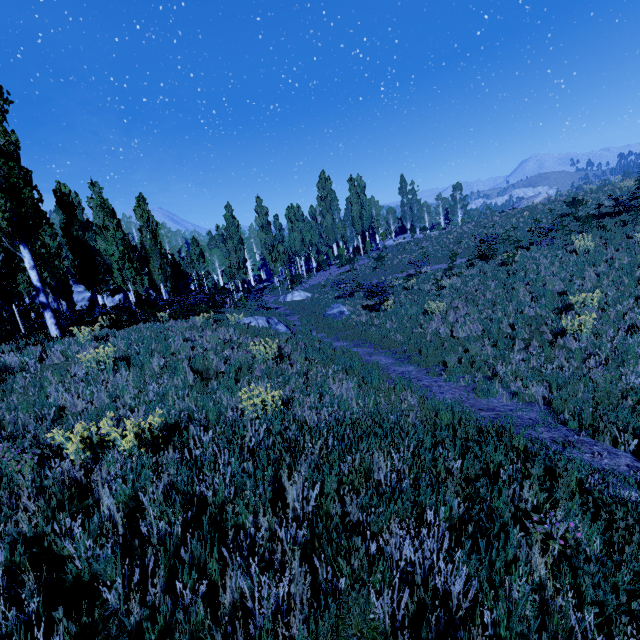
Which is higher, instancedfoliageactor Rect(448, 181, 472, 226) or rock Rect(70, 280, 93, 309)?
instancedfoliageactor Rect(448, 181, 472, 226)

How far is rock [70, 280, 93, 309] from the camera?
41.8 meters

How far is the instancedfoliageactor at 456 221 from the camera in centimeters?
5734cm

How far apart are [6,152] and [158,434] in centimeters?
1272cm

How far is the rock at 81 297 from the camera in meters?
41.8 m

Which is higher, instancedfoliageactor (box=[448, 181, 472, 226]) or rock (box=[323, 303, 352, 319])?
instancedfoliageactor (box=[448, 181, 472, 226])

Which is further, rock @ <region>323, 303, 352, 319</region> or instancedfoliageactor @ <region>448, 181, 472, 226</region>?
instancedfoliageactor @ <region>448, 181, 472, 226</region>

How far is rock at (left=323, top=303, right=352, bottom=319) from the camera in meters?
18.0
